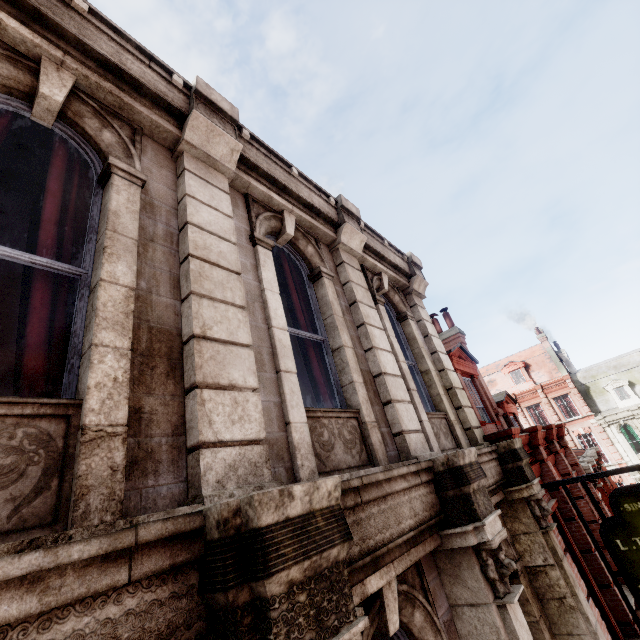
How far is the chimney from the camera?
13.6 meters

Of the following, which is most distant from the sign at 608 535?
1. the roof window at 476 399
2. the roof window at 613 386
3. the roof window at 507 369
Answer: the roof window at 507 369

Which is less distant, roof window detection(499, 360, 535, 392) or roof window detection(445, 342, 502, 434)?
roof window detection(445, 342, 502, 434)

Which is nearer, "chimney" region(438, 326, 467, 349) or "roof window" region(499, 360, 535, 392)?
"chimney" region(438, 326, 467, 349)

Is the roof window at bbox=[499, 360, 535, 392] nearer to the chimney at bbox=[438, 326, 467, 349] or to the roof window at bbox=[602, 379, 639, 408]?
the roof window at bbox=[602, 379, 639, 408]

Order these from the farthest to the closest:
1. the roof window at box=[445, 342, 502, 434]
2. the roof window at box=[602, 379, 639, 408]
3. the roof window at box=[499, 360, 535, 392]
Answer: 1. the roof window at box=[499, 360, 535, 392]
2. the roof window at box=[602, 379, 639, 408]
3. the roof window at box=[445, 342, 502, 434]

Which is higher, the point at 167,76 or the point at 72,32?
the point at 167,76

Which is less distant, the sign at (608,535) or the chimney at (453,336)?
the sign at (608,535)
